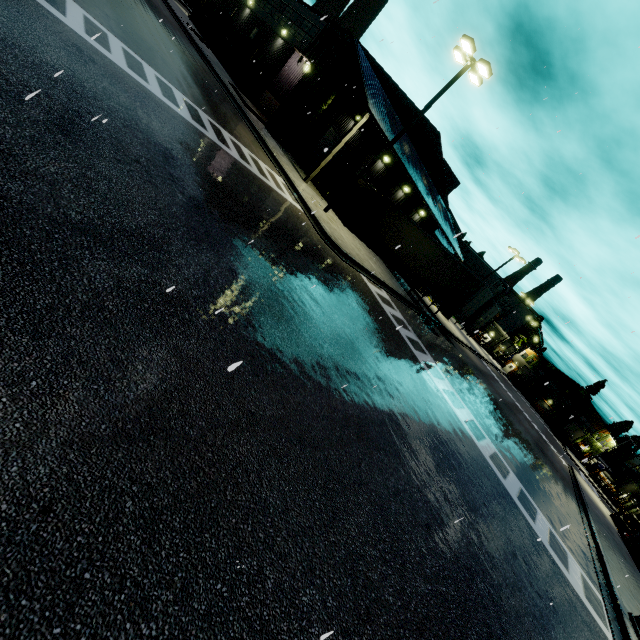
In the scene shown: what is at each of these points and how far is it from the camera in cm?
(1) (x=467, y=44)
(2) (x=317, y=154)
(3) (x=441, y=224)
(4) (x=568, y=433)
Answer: (1) light, 1427
(2) roll-up door, 2602
(3) building, 3020
(4) semi trailer, 5728

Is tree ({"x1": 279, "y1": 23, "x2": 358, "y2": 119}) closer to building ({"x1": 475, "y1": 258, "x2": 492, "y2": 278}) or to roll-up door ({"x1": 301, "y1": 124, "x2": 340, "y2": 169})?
building ({"x1": 475, "y1": 258, "x2": 492, "y2": 278})

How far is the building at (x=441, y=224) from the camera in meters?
25.7

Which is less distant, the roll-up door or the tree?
the tree

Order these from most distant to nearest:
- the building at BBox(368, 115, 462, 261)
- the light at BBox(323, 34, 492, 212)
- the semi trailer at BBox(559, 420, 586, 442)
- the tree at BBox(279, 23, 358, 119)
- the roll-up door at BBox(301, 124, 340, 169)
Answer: the semi trailer at BBox(559, 420, 586, 442) < the building at BBox(368, 115, 462, 261) < the roll-up door at BBox(301, 124, 340, 169) < the tree at BBox(279, 23, 358, 119) < the light at BBox(323, 34, 492, 212)

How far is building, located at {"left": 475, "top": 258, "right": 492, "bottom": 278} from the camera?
58.5 meters

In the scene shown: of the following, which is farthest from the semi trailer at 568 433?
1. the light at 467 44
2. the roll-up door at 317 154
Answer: the light at 467 44

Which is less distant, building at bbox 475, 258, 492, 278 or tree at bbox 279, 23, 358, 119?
tree at bbox 279, 23, 358, 119
